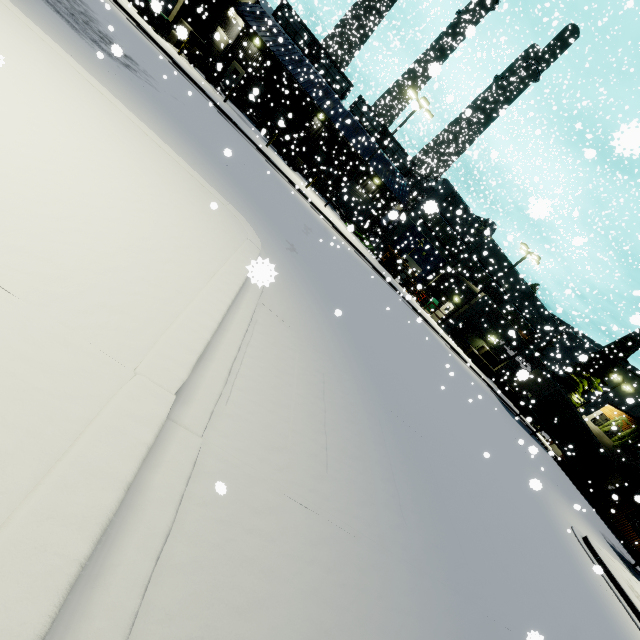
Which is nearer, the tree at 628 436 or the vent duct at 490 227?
the vent duct at 490 227

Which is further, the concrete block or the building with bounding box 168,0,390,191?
the concrete block

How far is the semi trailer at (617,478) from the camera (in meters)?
25.25

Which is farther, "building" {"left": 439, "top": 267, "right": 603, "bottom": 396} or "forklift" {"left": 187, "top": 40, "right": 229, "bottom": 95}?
"building" {"left": 439, "top": 267, "right": 603, "bottom": 396}

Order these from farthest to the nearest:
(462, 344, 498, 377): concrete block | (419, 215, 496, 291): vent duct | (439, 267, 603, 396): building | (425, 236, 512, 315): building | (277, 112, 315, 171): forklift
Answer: (425, 236, 512, 315): building < (462, 344, 498, 377): concrete block < (439, 267, 603, 396): building < (277, 112, 315, 171): forklift < (419, 215, 496, 291): vent duct

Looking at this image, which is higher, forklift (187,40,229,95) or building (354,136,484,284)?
building (354,136,484,284)

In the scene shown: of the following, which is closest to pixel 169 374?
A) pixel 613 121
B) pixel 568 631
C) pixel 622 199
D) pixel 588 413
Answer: pixel 568 631

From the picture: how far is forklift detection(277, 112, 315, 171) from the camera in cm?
2794
